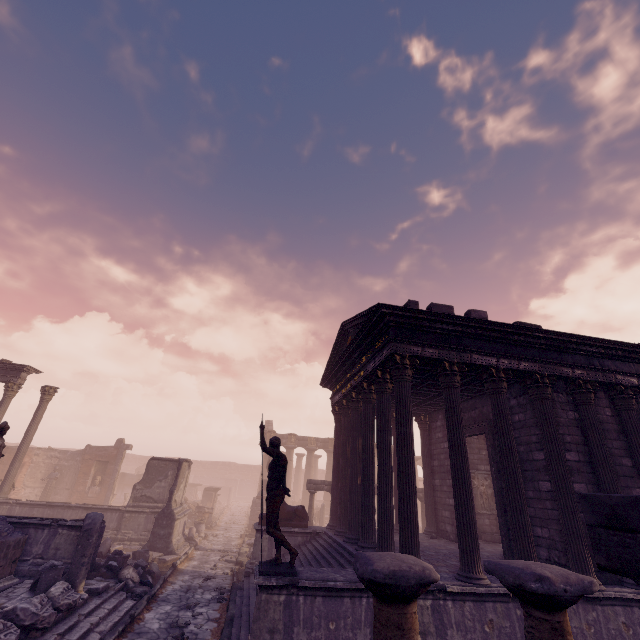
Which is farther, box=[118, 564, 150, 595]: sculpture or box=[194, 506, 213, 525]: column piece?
box=[194, 506, 213, 525]: column piece

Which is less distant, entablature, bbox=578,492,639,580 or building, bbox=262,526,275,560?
entablature, bbox=578,492,639,580

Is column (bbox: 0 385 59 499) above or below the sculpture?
above

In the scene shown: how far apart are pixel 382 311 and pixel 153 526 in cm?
1405

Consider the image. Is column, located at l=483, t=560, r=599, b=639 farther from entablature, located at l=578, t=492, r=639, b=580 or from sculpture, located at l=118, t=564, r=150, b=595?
sculpture, located at l=118, t=564, r=150, b=595

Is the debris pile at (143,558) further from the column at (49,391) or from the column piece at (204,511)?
the column piece at (204,511)

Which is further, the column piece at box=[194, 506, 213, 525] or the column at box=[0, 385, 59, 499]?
the column piece at box=[194, 506, 213, 525]

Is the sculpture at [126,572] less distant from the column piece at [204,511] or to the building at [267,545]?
the building at [267,545]
